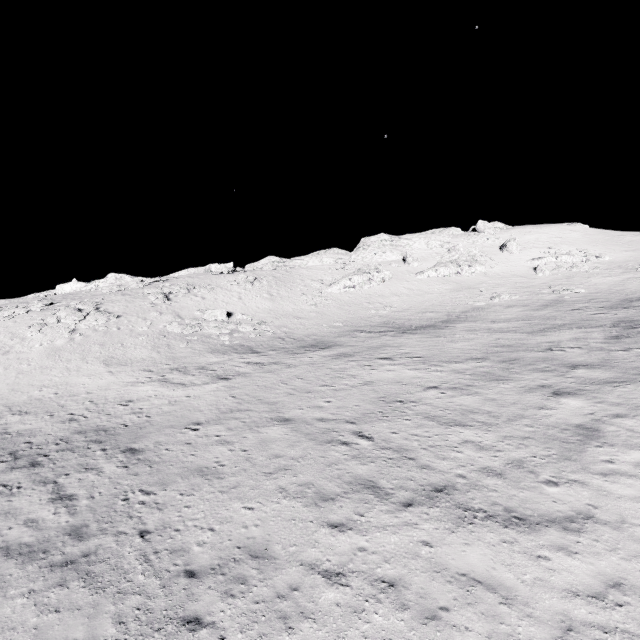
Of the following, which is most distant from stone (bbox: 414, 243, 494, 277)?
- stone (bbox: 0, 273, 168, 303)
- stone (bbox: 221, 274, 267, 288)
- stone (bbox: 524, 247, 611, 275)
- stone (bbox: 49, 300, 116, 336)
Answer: stone (bbox: 49, 300, 116, 336)

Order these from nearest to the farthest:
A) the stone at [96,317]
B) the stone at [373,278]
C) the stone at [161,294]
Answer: the stone at [96,317]
the stone at [161,294]
the stone at [373,278]

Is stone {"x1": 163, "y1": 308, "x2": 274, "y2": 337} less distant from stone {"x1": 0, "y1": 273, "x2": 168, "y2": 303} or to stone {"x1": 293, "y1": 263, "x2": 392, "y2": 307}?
stone {"x1": 293, "y1": 263, "x2": 392, "y2": 307}

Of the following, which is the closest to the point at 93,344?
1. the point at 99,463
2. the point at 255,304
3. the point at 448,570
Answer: the point at 255,304

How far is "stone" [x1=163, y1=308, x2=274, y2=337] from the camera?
32.09m

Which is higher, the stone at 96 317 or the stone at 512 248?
the stone at 512 248

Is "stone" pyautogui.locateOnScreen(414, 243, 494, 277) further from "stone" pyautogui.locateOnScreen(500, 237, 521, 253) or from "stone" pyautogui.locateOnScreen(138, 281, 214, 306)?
"stone" pyautogui.locateOnScreen(138, 281, 214, 306)

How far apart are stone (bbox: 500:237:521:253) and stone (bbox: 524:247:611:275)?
3.5m
